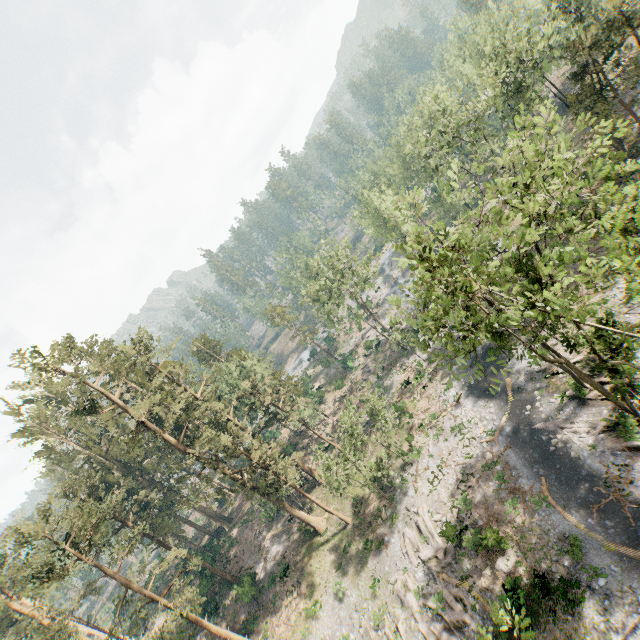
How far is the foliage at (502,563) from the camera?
21.0m

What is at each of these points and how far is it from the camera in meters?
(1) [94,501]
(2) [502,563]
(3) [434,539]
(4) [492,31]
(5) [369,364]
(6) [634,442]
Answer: (1) foliage, 33.1 m
(2) foliage, 21.4 m
(3) foliage, 26.0 m
(4) foliage, 31.0 m
(5) foliage, 53.9 m
(6) foliage, 19.3 m

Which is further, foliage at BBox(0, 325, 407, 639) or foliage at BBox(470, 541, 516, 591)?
foliage at BBox(0, 325, 407, 639)

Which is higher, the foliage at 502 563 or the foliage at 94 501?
the foliage at 94 501

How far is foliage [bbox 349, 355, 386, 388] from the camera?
51.03m
